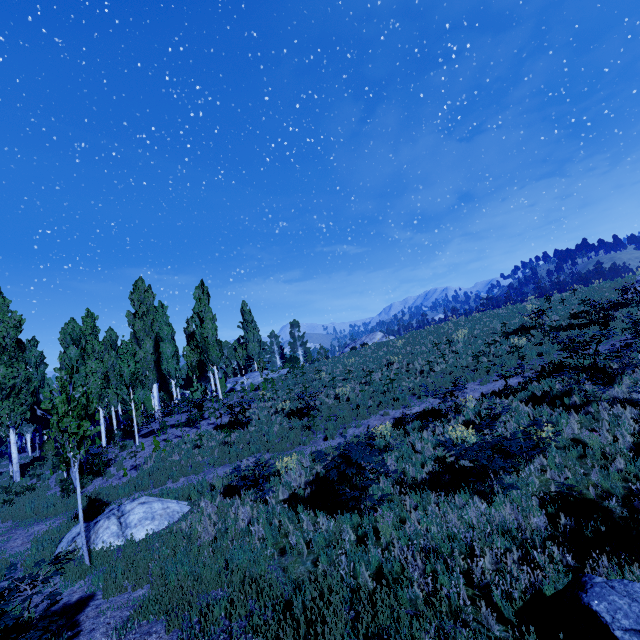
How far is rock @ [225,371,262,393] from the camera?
31.9m

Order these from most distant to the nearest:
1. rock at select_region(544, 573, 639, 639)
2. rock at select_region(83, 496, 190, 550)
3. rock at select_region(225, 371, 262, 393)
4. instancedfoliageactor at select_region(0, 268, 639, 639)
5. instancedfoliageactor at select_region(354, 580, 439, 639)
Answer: rock at select_region(225, 371, 262, 393), rock at select_region(83, 496, 190, 550), instancedfoliageactor at select_region(0, 268, 639, 639), instancedfoliageactor at select_region(354, 580, 439, 639), rock at select_region(544, 573, 639, 639)

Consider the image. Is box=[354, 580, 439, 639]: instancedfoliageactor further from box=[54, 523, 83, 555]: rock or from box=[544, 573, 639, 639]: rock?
box=[544, 573, 639, 639]: rock

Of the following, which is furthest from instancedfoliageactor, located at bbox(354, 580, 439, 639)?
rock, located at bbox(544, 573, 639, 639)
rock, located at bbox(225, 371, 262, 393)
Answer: rock, located at bbox(544, 573, 639, 639)

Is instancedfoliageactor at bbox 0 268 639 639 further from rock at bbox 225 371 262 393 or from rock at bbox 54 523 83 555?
rock at bbox 54 523 83 555

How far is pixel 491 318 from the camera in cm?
2630

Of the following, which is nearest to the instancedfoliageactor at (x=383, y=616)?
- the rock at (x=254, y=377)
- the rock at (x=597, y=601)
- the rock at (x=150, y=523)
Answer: the rock at (x=254, y=377)

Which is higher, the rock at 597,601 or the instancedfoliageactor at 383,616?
the rock at 597,601
